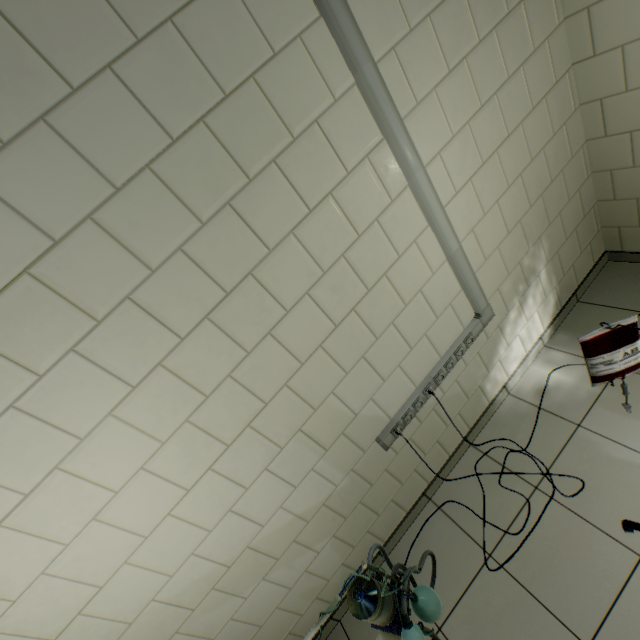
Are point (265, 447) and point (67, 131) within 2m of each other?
yes

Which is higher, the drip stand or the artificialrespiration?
the drip stand

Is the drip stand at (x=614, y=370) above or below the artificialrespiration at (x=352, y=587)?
above
